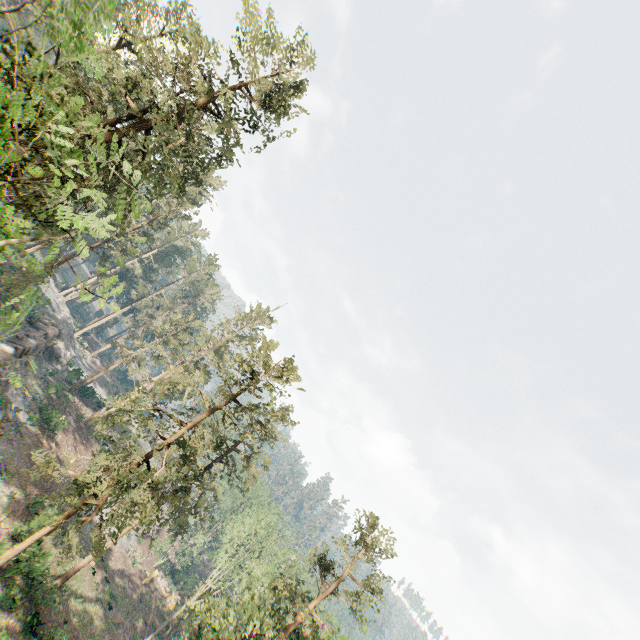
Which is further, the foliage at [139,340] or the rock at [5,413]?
the rock at [5,413]

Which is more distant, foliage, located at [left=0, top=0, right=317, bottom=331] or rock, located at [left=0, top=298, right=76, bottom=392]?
rock, located at [left=0, top=298, right=76, bottom=392]

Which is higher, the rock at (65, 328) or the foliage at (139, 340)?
the foliage at (139, 340)

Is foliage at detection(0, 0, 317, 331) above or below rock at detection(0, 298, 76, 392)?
above

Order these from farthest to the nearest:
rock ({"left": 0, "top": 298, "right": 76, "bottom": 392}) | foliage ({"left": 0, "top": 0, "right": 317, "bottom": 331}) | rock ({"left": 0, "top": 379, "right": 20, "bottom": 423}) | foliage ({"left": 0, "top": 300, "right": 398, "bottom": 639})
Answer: rock ({"left": 0, "top": 298, "right": 76, "bottom": 392})
rock ({"left": 0, "top": 379, "right": 20, "bottom": 423})
foliage ({"left": 0, "top": 300, "right": 398, "bottom": 639})
foliage ({"left": 0, "top": 0, "right": 317, "bottom": 331})

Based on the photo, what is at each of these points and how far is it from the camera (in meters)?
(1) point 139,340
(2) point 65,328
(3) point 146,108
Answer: (1) foliage, 52.44
(2) rock, 52.69
(3) foliage, 22.12
